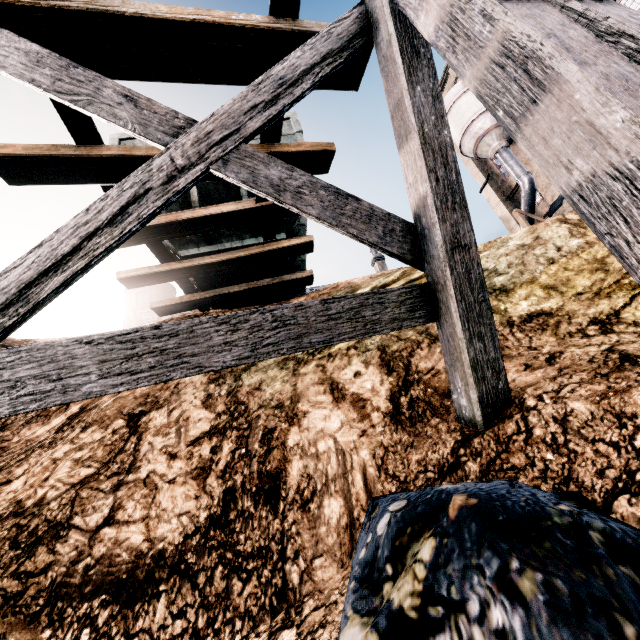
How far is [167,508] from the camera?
3.6m

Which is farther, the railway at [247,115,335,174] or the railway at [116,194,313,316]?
the railway at [116,194,313,316]

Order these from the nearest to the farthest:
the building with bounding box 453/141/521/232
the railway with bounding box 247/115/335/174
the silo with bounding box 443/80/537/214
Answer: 1. the railway with bounding box 247/115/335/174
2. the silo with bounding box 443/80/537/214
3. the building with bounding box 453/141/521/232

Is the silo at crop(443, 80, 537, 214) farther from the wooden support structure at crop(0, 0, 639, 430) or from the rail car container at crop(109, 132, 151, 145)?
the wooden support structure at crop(0, 0, 639, 430)

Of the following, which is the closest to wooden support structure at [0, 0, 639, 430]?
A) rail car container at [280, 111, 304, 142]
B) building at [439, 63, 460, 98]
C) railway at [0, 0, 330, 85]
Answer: railway at [0, 0, 330, 85]

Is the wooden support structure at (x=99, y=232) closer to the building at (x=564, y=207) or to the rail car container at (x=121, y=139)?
the rail car container at (x=121, y=139)

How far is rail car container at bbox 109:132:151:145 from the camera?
8.4m

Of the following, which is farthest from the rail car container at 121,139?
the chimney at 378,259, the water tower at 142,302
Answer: the water tower at 142,302
